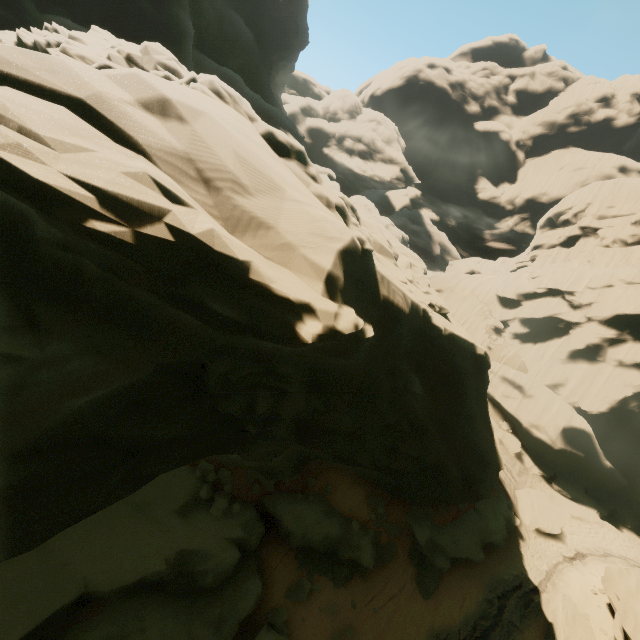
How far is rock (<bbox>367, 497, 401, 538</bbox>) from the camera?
16.6 meters

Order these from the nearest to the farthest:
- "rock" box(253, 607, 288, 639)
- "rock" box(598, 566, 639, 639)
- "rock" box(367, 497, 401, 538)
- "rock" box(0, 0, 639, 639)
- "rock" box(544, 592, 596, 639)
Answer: "rock" box(0, 0, 639, 639) < "rock" box(253, 607, 288, 639) < "rock" box(598, 566, 639, 639) < "rock" box(544, 592, 596, 639) < "rock" box(367, 497, 401, 538)

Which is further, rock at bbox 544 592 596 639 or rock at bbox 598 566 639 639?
rock at bbox 544 592 596 639

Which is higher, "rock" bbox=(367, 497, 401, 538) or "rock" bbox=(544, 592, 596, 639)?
"rock" bbox=(367, 497, 401, 538)

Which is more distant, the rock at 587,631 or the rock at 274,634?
the rock at 587,631

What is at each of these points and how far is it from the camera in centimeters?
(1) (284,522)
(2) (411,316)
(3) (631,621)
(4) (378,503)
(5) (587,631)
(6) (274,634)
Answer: (1) rock, 1508cm
(2) rock, 1221cm
(3) rock, 1464cm
(4) rock, 1709cm
(5) rock, 1634cm
(6) rock, 1299cm

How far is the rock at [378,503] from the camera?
16.60m
